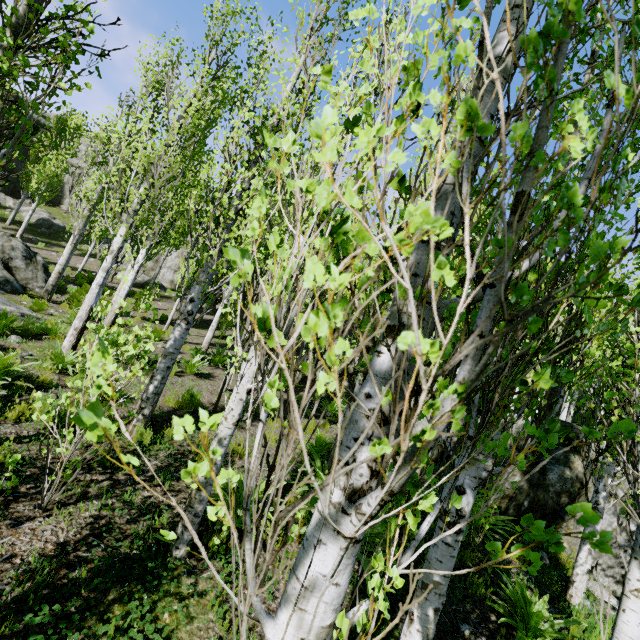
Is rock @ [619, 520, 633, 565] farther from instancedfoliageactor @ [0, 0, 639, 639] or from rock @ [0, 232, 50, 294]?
rock @ [0, 232, 50, 294]

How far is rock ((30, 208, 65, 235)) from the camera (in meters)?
26.58

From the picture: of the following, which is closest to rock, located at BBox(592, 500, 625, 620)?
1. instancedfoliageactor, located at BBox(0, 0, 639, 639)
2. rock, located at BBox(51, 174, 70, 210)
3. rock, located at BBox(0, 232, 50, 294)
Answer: instancedfoliageactor, located at BBox(0, 0, 639, 639)

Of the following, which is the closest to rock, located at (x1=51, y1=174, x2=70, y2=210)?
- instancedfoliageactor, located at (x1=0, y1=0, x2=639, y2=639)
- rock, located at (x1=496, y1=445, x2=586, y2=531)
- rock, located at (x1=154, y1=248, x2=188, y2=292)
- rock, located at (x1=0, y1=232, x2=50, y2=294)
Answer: instancedfoliageactor, located at (x1=0, y1=0, x2=639, y2=639)

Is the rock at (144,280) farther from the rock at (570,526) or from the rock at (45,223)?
the rock at (570,526)

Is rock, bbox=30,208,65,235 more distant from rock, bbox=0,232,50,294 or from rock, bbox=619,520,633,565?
rock, bbox=619,520,633,565

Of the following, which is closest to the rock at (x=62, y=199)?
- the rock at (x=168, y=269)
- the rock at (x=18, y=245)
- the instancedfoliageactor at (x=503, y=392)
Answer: the instancedfoliageactor at (x=503, y=392)

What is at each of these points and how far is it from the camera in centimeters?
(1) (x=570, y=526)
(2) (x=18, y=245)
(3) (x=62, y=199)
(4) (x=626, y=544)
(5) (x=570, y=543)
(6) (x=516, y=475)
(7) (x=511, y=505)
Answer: (1) rock, 655cm
(2) rock, 1394cm
(3) rock, 3253cm
(4) rock, 564cm
(5) rock, 638cm
(6) rock, 772cm
(7) rock, 720cm
